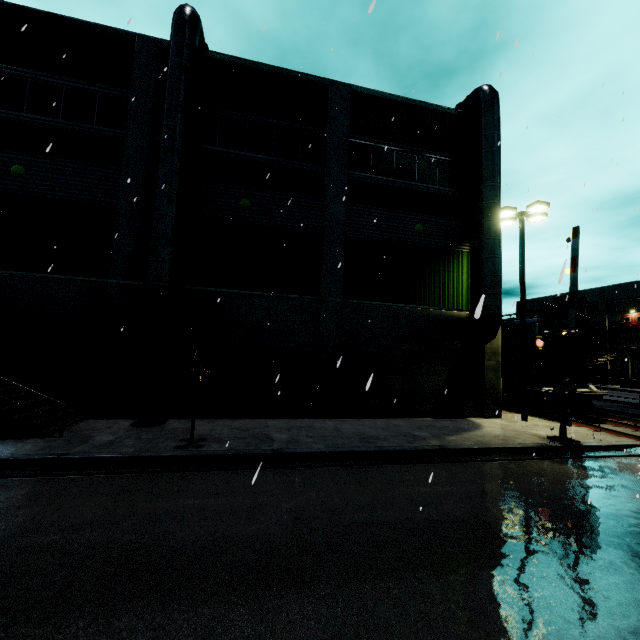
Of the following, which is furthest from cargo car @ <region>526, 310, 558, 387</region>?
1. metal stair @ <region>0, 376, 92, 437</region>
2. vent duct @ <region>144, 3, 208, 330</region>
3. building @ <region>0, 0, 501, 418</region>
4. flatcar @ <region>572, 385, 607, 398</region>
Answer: metal stair @ <region>0, 376, 92, 437</region>

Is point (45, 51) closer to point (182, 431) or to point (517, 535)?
point (182, 431)

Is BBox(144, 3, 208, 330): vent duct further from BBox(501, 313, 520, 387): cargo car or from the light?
BBox(501, 313, 520, 387): cargo car

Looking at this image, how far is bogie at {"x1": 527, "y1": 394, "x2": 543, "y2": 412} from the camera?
15.6m

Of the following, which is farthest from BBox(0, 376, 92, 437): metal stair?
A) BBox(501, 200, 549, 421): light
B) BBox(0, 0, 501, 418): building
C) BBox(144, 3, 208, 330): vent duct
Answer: BBox(501, 200, 549, 421): light

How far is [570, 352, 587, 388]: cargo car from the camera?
15.99m

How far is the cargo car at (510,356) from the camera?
16.7 meters

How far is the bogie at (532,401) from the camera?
15.65m
